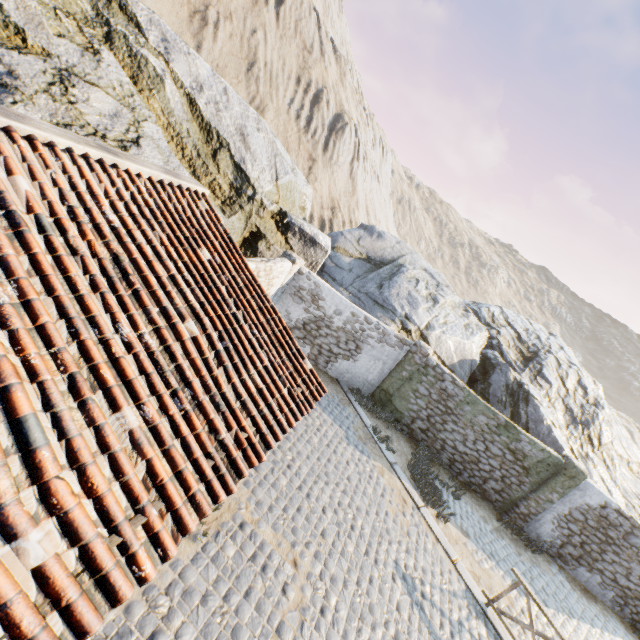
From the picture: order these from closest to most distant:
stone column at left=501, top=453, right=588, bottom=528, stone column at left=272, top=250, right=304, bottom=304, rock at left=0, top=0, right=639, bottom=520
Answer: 1. rock at left=0, top=0, right=639, bottom=520
2. stone column at left=501, top=453, right=588, bottom=528
3. stone column at left=272, top=250, right=304, bottom=304

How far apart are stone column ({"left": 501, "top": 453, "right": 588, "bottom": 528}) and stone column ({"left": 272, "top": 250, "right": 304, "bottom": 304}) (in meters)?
11.30

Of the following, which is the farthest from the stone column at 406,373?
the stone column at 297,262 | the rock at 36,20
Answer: the stone column at 297,262

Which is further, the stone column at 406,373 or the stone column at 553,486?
the stone column at 406,373

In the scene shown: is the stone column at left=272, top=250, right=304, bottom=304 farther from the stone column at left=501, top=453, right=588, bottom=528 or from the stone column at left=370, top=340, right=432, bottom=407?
the stone column at left=501, top=453, right=588, bottom=528

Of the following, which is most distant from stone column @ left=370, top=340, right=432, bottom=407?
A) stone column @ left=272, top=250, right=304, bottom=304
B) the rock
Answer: stone column @ left=272, top=250, right=304, bottom=304

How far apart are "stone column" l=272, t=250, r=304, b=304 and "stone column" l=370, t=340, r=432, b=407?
5.0m

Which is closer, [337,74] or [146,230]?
[146,230]
